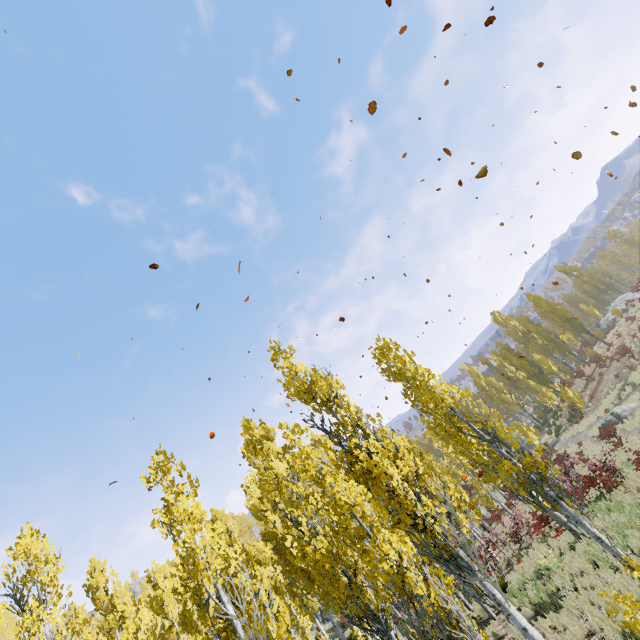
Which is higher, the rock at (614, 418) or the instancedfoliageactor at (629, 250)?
the instancedfoliageactor at (629, 250)

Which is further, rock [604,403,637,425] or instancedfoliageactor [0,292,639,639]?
rock [604,403,637,425]

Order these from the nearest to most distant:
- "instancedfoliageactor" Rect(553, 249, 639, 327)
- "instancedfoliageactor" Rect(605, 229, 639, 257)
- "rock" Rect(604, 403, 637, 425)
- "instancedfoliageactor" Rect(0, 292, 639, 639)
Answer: "instancedfoliageactor" Rect(0, 292, 639, 639) < "rock" Rect(604, 403, 637, 425) < "instancedfoliageactor" Rect(553, 249, 639, 327) < "instancedfoliageactor" Rect(605, 229, 639, 257)

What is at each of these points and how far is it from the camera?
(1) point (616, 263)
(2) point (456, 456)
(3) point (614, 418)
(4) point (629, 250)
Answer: (1) instancedfoliageactor, 58.4m
(2) instancedfoliageactor, 25.2m
(3) rock, 26.2m
(4) instancedfoliageactor, 53.7m

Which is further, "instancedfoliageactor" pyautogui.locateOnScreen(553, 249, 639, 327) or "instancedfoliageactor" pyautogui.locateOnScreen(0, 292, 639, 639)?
"instancedfoliageactor" pyautogui.locateOnScreen(553, 249, 639, 327)

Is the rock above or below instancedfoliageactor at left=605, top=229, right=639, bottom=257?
below
